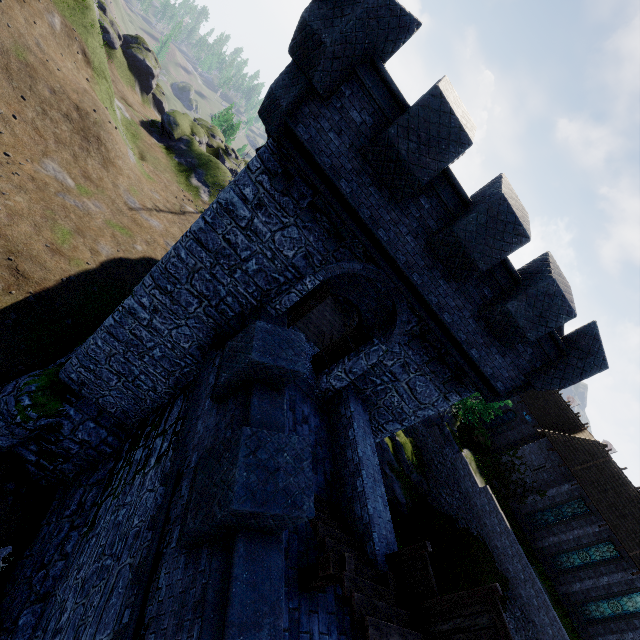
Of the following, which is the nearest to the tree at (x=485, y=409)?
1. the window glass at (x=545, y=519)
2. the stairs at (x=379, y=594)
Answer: the window glass at (x=545, y=519)

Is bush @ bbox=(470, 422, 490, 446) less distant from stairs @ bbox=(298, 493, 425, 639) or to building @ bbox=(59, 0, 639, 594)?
building @ bbox=(59, 0, 639, 594)

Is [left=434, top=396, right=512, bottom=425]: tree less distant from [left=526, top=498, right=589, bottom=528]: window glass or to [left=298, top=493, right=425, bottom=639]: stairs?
[left=526, top=498, right=589, bottom=528]: window glass

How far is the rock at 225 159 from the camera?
48.4m

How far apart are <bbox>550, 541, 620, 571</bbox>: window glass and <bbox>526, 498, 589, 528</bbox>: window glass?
1.9m

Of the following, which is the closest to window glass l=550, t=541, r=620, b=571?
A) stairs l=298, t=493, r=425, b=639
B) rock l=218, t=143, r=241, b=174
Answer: stairs l=298, t=493, r=425, b=639

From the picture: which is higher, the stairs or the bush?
the stairs

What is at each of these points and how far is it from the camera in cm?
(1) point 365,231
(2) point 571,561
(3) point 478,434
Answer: (1) building, 811
(2) window glass, 2548
(3) bush, 3350
